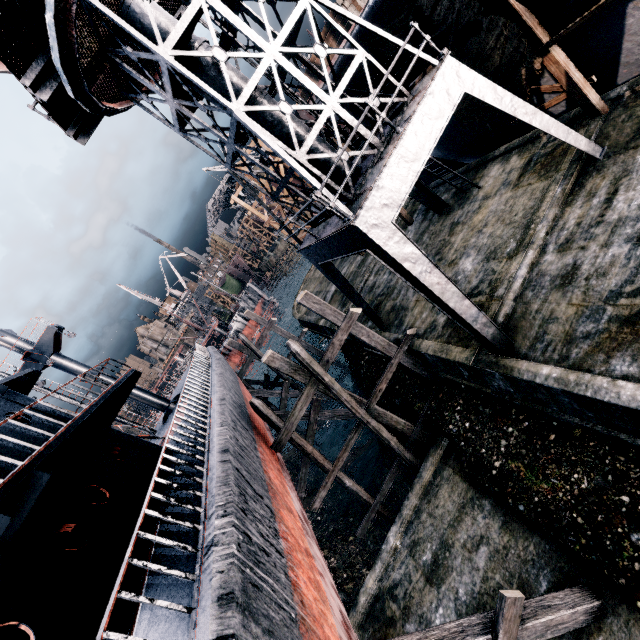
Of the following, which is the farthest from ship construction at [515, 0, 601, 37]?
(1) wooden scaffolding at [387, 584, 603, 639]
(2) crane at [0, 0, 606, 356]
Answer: (1) wooden scaffolding at [387, 584, 603, 639]

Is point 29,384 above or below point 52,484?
above

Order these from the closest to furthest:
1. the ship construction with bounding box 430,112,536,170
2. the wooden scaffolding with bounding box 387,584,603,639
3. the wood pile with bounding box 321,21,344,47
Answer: the wooden scaffolding with bounding box 387,584,603,639 → the ship construction with bounding box 430,112,536,170 → the wood pile with bounding box 321,21,344,47

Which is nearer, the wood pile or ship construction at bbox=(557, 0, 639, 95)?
ship construction at bbox=(557, 0, 639, 95)

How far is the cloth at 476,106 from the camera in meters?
11.8

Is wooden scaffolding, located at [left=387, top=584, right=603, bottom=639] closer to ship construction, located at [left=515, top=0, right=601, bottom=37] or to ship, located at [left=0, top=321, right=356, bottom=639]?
ship, located at [left=0, top=321, right=356, bottom=639]

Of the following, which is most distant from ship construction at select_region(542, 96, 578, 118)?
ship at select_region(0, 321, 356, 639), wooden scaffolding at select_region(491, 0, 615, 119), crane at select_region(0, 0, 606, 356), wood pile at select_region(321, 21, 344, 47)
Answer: ship at select_region(0, 321, 356, 639)

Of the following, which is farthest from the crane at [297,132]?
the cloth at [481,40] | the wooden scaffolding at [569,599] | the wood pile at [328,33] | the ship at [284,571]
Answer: the wood pile at [328,33]
